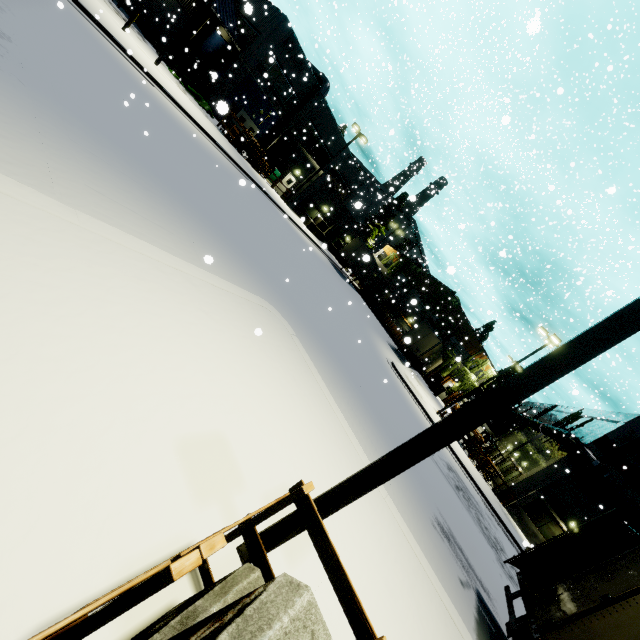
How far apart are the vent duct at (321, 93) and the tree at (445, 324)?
13.9m

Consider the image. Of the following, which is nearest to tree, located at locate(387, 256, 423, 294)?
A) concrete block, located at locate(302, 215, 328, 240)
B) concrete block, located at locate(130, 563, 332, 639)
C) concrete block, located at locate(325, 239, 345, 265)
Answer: concrete block, located at locate(325, 239, 345, 265)

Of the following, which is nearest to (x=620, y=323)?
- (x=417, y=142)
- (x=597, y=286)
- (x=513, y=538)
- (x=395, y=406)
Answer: (x=395, y=406)

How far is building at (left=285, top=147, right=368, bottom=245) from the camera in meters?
33.1 m

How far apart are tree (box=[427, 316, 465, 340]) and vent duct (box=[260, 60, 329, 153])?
13.9m

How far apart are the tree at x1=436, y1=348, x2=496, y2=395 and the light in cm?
4185

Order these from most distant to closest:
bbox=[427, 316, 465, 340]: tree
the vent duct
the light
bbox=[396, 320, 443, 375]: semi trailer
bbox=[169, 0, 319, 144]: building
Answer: bbox=[427, 316, 465, 340]: tree
the vent duct
bbox=[396, 320, 443, 375]: semi trailer
bbox=[169, 0, 319, 144]: building
the light

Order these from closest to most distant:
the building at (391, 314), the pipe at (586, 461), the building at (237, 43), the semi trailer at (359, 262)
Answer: the pipe at (586, 461), the building at (237, 43), the semi trailer at (359, 262), the building at (391, 314)
